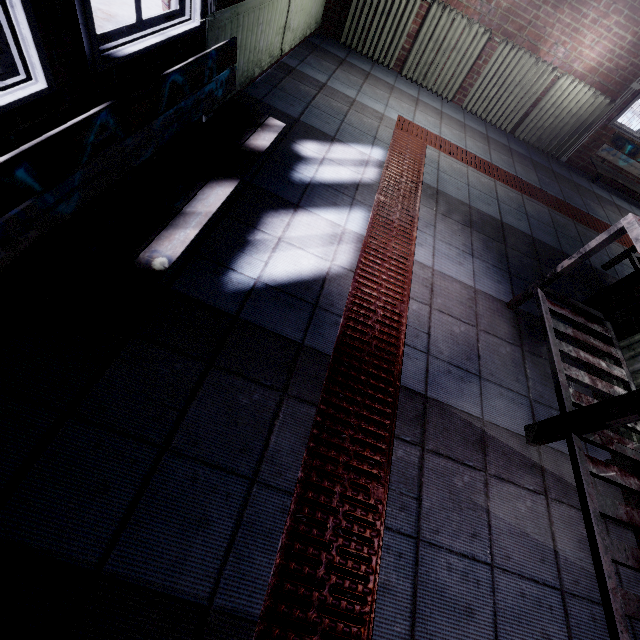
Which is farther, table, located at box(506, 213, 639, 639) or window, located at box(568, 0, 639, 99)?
window, located at box(568, 0, 639, 99)

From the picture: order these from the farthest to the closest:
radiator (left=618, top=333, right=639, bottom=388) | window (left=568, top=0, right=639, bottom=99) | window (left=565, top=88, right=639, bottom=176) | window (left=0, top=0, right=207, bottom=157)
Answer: window (left=565, top=88, right=639, bottom=176) < window (left=568, top=0, right=639, bottom=99) < radiator (left=618, top=333, right=639, bottom=388) < window (left=0, top=0, right=207, bottom=157)

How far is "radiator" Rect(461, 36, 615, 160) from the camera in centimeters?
405cm

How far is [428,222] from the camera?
2.6 meters

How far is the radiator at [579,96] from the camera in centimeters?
405cm

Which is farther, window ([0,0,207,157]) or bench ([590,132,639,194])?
bench ([590,132,639,194])

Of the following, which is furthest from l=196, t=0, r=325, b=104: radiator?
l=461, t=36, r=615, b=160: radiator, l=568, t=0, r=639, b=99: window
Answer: l=568, t=0, r=639, b=99: window

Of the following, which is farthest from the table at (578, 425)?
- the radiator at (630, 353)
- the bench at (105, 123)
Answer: the bench at (105, 123)
